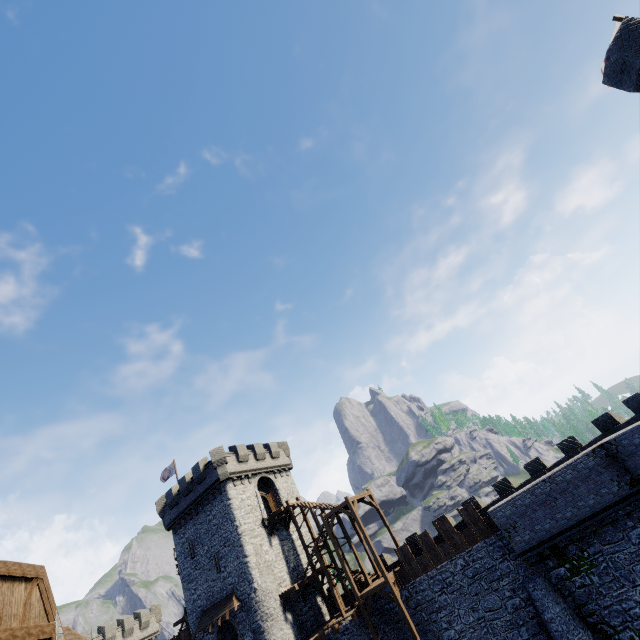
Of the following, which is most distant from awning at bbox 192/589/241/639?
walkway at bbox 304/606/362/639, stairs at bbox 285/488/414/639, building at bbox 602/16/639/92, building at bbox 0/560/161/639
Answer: building at bbox 602/16/639/92

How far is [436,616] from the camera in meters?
22.0

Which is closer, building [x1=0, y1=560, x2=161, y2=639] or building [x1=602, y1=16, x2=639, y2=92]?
building [x1=0, y1=560, x2=161, y2=639]

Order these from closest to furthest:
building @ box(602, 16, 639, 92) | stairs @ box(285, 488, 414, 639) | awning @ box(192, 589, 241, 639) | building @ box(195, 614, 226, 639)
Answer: building @ box(602, 16, 639, 92) → stairs @ box(285, 488, 414, 639) → awning @ box(192, 589, 241, 639) → building @ box(195, 614, 226, 639)

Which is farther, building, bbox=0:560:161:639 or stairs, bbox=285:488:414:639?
stairs, bbox=285:488:414:639

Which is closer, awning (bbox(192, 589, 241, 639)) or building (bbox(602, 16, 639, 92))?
building (bbox(602, 16, 639, 92))

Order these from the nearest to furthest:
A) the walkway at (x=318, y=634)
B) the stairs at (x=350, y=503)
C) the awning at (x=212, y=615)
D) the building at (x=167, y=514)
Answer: the stairs at (x=350, y=503)
the walkway at (x=318, y=634)
the awning at (x=212, y=615)
the building at (x=167, y=514)

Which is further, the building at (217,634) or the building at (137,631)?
the building at (217,634)
